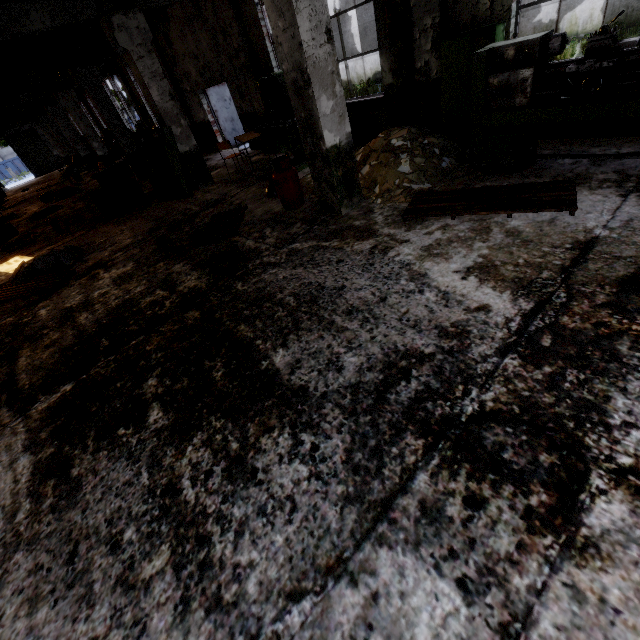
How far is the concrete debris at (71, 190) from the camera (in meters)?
13.16

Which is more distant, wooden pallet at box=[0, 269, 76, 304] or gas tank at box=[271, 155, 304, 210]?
wooden pallet at box=[0, 269, 76, 304]

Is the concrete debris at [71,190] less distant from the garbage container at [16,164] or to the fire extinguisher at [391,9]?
the fire extinguisher at [391,9]

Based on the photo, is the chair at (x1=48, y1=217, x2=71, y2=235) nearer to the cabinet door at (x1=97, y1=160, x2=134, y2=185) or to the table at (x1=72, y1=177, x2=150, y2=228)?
the table at (x1=72, y1=177, x2=150, y2=228)

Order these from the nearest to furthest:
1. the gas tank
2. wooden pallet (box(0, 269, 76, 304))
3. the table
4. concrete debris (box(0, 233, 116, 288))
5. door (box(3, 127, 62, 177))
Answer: the gas tank, wooden pallet (box(0, 269, 76, 304)), concrete debris (box(0, 233, 116, 288)), the table, door (box(3, 127, 62, 177))

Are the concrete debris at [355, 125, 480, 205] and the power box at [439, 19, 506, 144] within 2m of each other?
yes

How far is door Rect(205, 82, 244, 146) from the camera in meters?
12.8 m

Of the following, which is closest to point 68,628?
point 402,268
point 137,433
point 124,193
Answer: point 137,433
